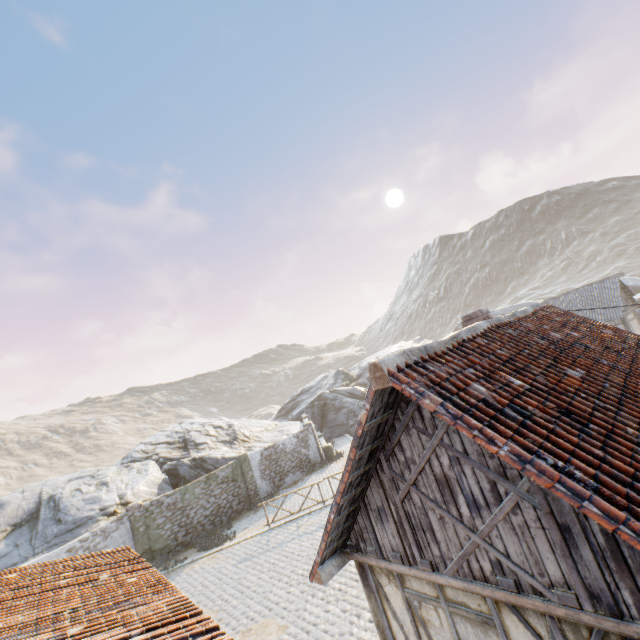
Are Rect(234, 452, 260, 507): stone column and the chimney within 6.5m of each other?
no

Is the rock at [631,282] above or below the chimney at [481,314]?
below

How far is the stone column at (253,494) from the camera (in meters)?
20.33

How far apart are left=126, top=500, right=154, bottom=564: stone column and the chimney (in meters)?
18.28

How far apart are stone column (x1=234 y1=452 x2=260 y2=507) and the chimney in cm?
1774

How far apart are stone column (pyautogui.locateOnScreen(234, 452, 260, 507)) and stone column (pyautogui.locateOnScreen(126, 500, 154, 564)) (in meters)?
5.48

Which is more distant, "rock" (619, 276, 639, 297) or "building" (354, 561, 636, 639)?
"rock" (619, 276, 639, 297)

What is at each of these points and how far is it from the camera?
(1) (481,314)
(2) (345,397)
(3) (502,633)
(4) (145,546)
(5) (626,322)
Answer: (1) chimney, 7.15m
(2) rock, 35.09m
(3) building, 4.04m
(4) stone column, 16.34m
(5) building, 24.38m
